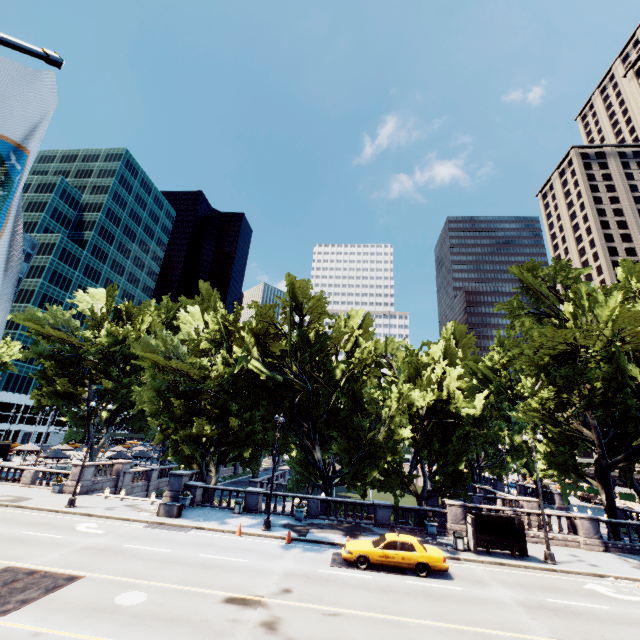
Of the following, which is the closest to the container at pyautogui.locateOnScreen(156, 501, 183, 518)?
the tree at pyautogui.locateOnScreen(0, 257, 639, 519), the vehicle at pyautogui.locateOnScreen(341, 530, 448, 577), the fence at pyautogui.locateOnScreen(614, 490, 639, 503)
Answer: the tree at pyautogui.locateOnScreen(0, 257, 639, 519)

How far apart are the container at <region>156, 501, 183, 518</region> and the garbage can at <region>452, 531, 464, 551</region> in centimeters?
1849cm

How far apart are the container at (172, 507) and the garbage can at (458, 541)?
18.5 meters

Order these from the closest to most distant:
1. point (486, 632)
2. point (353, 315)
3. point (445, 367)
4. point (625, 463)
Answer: point (486, 632) → point (625, 463) → point (445, 367) → point (353, 315)

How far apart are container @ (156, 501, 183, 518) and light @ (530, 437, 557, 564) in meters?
23.6 m

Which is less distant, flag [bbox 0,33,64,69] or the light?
flag [bbox 0,33,64,69]

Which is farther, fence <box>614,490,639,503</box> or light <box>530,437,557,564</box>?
fence <box>614,490,639,503</box>

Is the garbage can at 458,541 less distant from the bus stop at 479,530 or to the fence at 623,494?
the bus stop at 479,530
